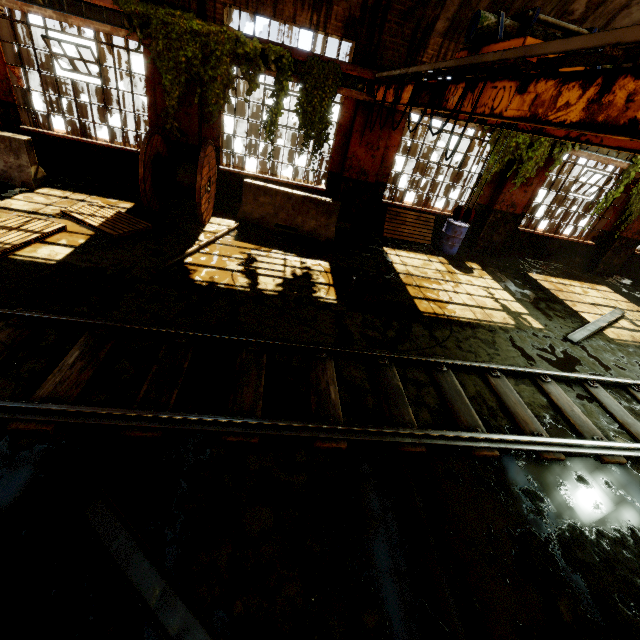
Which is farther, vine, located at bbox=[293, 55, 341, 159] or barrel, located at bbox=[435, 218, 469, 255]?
barrel, located at bbox=[435, 218, 469, 255]

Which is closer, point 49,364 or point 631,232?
point 49,364

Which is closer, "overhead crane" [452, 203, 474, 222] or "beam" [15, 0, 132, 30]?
"overhead crane" [452, 203, 474, 222]

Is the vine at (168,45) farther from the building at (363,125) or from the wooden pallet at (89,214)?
the wooden pallet at (89,214)

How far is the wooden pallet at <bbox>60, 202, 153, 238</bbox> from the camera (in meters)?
6.69

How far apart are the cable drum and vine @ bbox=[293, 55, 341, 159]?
2.17m

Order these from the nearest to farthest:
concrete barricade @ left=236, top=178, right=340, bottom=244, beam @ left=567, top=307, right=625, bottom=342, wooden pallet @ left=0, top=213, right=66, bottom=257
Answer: wooden pallet @ left=0, top=213, right=66, bottom=257 < beam @ left=567, top=307, right=625, bottom=342 < concrete barricade @ left=236, top=178, right=340, bottom=244

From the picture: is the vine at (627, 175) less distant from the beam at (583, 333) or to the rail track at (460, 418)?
the beam at (583, 333)
